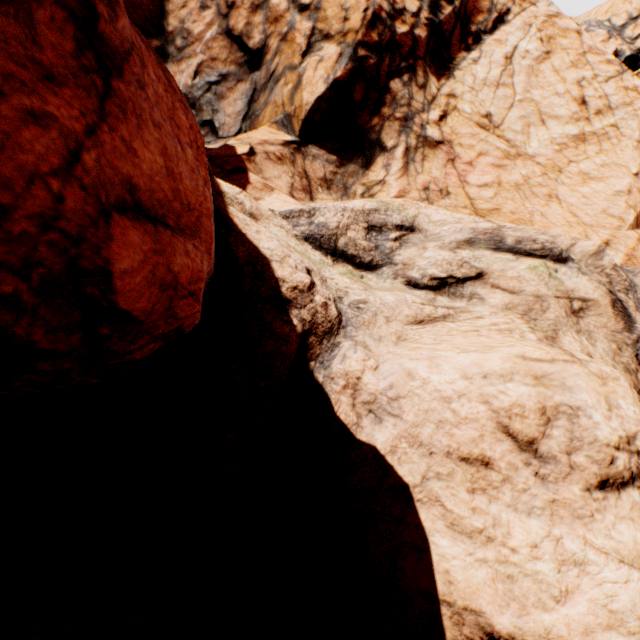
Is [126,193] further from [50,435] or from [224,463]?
[224,463]
